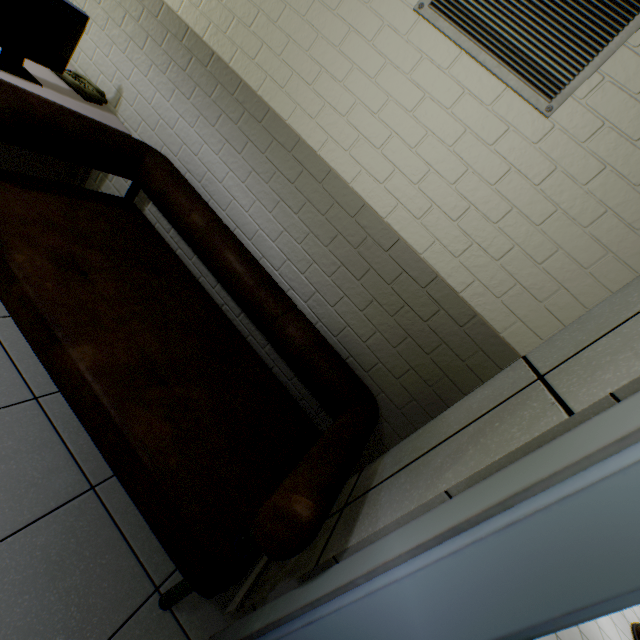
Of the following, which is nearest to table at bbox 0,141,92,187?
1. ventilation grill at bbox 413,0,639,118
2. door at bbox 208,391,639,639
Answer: ventilation grill at bbox 413,0,639,118

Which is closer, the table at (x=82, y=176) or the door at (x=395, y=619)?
the door at (x=395, y=619)

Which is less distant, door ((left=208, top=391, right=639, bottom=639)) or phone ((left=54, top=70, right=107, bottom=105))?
door ((left=208, top=391, right=639, bottom=639))

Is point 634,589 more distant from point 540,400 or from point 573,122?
point 573,122

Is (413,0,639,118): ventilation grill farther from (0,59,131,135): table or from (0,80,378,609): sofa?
(0,59,131,135): table

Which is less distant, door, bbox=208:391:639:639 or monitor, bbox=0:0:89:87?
door, bbox=208:391:639:639

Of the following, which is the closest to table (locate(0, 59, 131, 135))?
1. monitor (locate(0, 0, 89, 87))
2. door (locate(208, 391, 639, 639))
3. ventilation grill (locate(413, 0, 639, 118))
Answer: monitor (locate(0, 0, 89, 87))

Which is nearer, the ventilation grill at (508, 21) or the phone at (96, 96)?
the ventilation grill at (508, 21)
